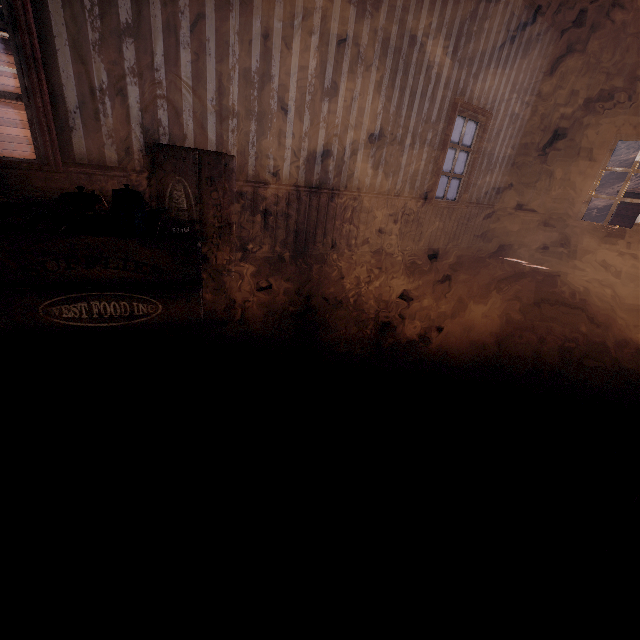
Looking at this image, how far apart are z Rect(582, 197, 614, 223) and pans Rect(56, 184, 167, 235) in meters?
71.0

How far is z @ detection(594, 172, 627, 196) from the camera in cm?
5604

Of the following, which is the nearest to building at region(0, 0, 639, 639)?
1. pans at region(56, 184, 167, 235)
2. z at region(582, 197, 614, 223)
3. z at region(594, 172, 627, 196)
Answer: z at region(594, 172, 627, 196)

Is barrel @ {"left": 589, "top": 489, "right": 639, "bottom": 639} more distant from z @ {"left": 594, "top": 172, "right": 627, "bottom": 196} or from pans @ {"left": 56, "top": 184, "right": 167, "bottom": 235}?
z @ {"left": 594, "top": 172, "right": 627, "bottom": 196}

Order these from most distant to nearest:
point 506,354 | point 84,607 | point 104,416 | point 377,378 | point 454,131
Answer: point 454,131, point 506,354, point 377,378, point 104,416, point 84,607

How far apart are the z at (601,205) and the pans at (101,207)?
71.0 meters

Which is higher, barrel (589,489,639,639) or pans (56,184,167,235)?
pans (56,184,167,235)

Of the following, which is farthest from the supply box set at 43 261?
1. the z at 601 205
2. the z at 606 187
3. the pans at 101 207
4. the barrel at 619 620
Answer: the z at 601 205
